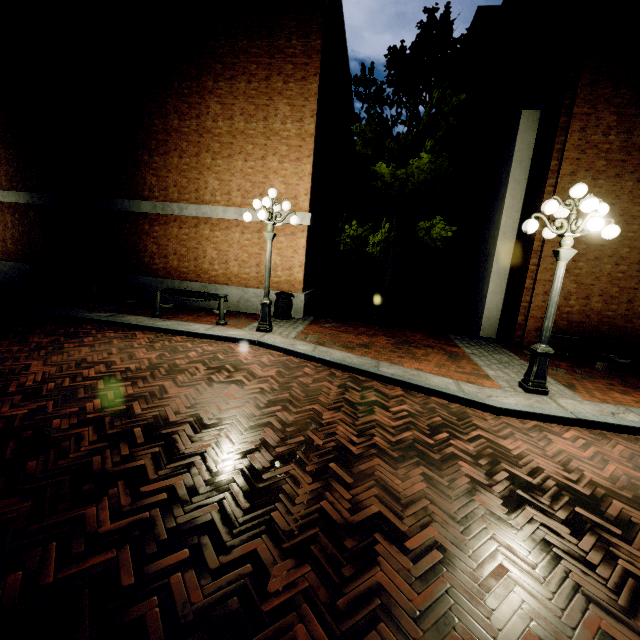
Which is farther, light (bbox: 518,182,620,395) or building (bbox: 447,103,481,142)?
building (bbox: 447,103,481,142)

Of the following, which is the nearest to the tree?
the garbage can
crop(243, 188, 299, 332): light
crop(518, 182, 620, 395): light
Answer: the garbage can

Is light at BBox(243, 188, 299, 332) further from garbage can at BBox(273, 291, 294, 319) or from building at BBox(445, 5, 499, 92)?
building at BBox(445, 5, 499, 92)

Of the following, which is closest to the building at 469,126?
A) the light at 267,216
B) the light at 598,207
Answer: the light at 598,207

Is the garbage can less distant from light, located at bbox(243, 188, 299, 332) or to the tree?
light, located at bbox(243, 188, 299, 332)

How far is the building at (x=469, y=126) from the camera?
15.3 meters

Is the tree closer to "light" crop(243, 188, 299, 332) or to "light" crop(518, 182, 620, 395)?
"light" crop(243, 188, 299, 332)

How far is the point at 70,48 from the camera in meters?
10.8 m
